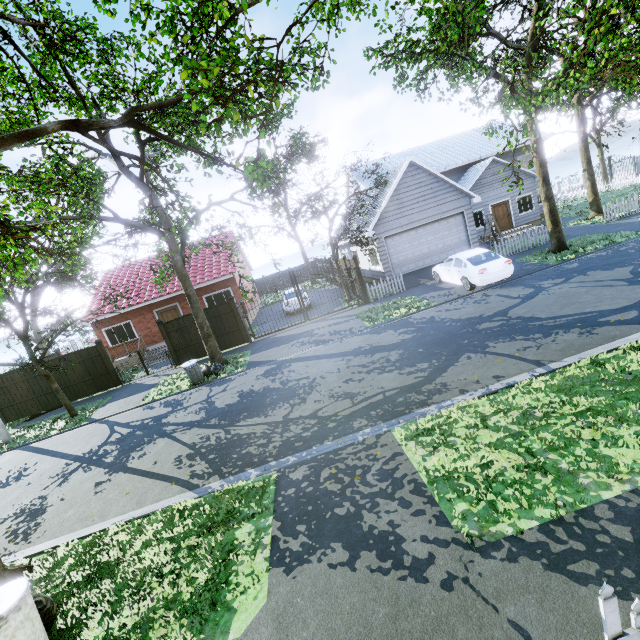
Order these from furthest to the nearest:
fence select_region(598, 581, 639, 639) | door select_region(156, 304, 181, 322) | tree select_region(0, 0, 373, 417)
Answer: door select_region(156, 304, 181, 322) < tree select_region(0, 0, 373, 417) < fence select_region(598, 581, 639, 639)

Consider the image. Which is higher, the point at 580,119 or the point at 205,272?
the point at 580,119

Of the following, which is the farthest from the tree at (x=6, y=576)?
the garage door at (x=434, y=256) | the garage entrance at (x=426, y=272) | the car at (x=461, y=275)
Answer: the car at (x=461, y=275)

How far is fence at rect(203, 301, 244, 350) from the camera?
16.5 meters

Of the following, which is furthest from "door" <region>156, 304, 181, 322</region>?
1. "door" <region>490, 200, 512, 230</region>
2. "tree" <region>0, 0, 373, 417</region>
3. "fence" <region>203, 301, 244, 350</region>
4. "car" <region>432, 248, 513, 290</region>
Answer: "door" <region>490, 200, 512, 230</region>

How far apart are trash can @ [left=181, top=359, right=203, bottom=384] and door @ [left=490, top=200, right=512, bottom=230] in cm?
2298

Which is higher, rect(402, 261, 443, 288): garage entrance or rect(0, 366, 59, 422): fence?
rect(0, 366, 59, 422): fence

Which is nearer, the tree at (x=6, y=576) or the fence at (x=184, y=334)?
the tree at (x=6, y=576)
